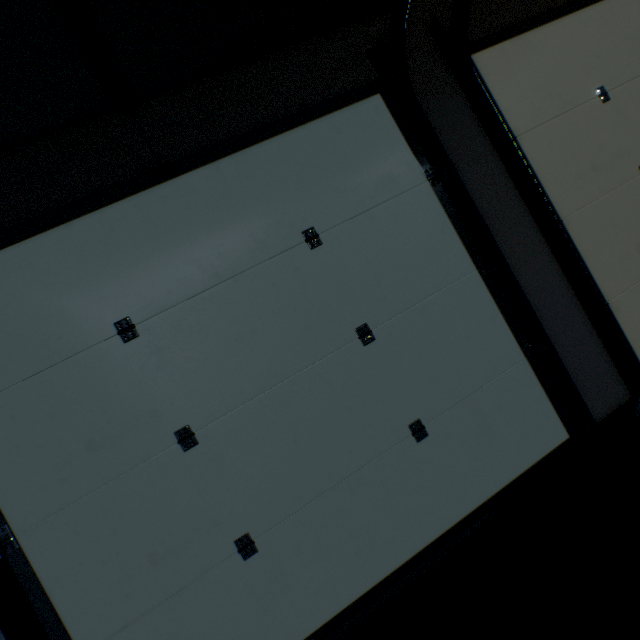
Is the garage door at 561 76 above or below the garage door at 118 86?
below

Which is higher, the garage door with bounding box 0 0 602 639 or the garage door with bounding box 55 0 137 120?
the garage door with bounding box 55 0 137 120

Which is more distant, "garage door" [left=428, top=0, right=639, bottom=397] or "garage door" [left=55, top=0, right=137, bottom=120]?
"garage door" [left=428, top=0, right=639, bottom=397]

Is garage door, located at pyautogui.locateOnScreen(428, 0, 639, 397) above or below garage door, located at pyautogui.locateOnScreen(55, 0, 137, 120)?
below

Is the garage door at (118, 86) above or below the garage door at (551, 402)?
above

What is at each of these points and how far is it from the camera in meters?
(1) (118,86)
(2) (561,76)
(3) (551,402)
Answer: (1) garage door, 1.3
(2) garage door, 1.8
(3) garage door, 1.6
